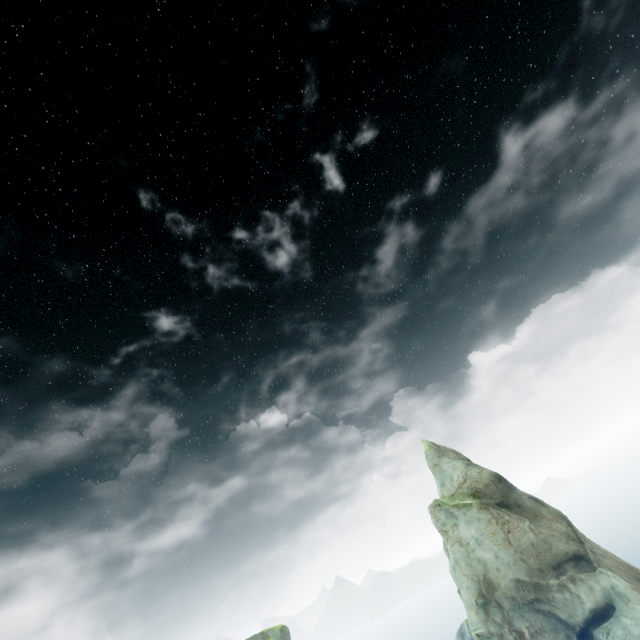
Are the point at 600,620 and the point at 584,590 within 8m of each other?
yes
